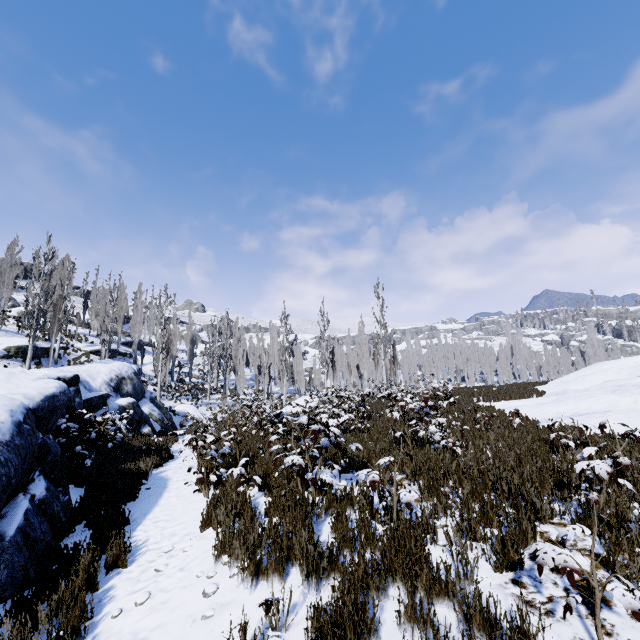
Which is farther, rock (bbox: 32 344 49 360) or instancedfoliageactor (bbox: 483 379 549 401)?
rock (bbox: 32 344 49 360)

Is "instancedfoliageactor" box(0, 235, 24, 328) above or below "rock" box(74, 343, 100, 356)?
above

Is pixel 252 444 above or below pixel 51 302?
below

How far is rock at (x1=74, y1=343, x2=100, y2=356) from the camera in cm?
3380

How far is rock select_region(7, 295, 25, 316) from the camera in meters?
41.5

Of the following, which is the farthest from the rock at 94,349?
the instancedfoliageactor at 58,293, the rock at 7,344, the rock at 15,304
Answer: the rock at 15,304

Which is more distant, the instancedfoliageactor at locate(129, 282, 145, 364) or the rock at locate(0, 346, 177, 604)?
the instancedfoliageactor at locate(129, 282, 145, 364)

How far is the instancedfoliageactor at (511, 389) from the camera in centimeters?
1634cm
